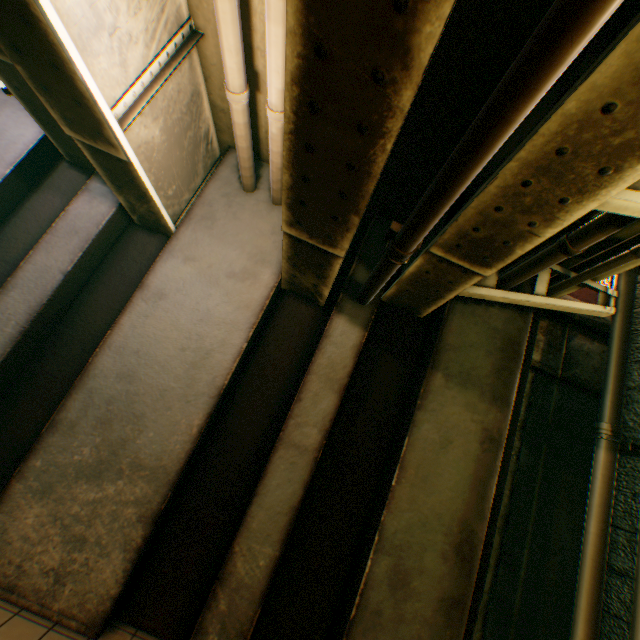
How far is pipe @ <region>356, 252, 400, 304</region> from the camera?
3.2 meters

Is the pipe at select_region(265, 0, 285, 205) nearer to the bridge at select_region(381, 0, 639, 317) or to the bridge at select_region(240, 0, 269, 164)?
the bridge at select_region(240, 0, 269, 164)

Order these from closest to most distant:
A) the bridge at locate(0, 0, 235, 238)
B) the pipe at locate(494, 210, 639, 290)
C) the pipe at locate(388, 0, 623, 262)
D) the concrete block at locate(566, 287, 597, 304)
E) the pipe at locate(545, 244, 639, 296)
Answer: the pipe at locate(388, 0, 623, 262), the bridge at locate(0, 0, 235, 238), the pipe at locate(494, 210, 639, 290), the pipe at locate(545, 244, 639, 296), the concrete block at locate(566, 287, 597, 304)

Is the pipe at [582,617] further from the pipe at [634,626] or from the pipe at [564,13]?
the pipe at [564,13]

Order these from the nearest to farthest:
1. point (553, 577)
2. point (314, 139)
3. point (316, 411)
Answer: point (314, 139), point (316, 411), point (553, 577)

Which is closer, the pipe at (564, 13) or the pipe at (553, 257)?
the pipe at (564, 13)

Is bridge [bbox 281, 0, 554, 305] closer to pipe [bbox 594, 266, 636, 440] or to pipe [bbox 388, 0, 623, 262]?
pipe [bbox 388, 0, 623, 262]

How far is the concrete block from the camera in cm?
604
